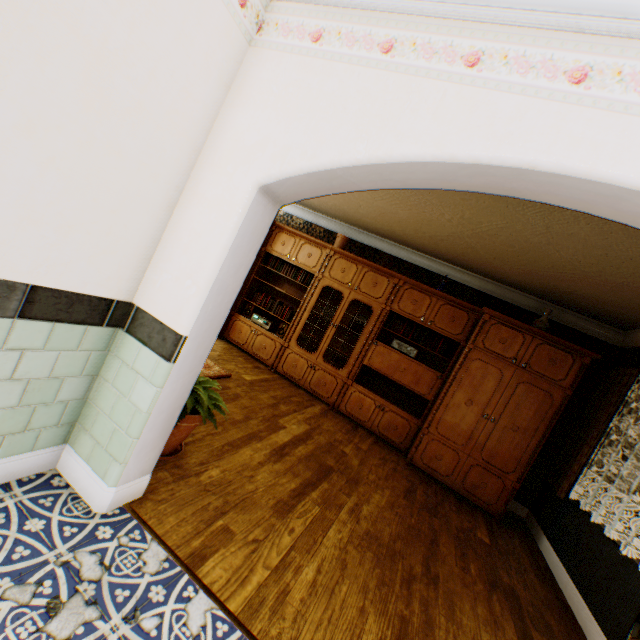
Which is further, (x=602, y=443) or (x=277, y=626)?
(x=602, y=443)

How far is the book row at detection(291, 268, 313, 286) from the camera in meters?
6.1

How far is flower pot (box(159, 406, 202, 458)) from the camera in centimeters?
239cm

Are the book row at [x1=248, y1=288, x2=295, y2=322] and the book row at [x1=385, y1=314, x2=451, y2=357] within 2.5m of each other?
yes

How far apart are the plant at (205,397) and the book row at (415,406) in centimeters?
317cm

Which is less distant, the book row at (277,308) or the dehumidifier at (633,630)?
the dehumidifier at (633,630)

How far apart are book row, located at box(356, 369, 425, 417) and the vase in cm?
194

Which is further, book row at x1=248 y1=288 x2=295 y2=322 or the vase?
book row at x1=248 y1=288 x2=295 y2=322
